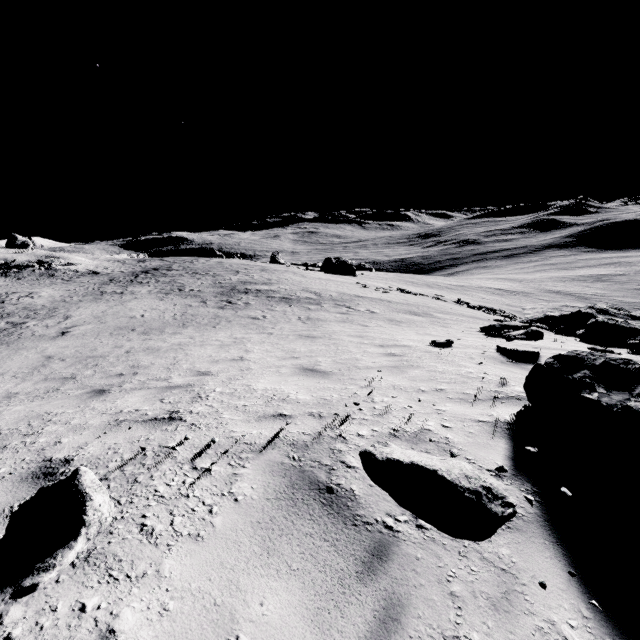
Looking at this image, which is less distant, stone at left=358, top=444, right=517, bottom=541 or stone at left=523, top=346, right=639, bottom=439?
stone at left=358, top=444, right=517, bottom=541

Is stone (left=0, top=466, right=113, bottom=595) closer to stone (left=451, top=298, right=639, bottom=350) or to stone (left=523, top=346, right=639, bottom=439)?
stone (left=523, top=346, right=639, bottom=439)

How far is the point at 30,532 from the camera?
1.7 meters

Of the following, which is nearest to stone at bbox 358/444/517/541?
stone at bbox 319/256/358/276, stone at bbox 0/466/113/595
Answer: stone at bbox 0/466/113/595

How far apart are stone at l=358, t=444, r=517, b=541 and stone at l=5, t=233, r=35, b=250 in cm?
7676

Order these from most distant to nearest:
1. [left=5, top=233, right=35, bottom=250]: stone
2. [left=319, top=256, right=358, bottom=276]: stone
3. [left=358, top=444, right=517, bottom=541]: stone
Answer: [left=5, top=233, right=35, bottom=250]: stone < [left=319, top=256, right=358, bottom=276]: stone < [left=358, top=444, right=517, bottom=541]: stone

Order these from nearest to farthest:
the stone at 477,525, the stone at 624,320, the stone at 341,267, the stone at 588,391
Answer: the stone at 477,525, the stone at 588,391, the stone at 624,320, the stone at 341,267

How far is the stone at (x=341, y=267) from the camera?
49.8 meters
